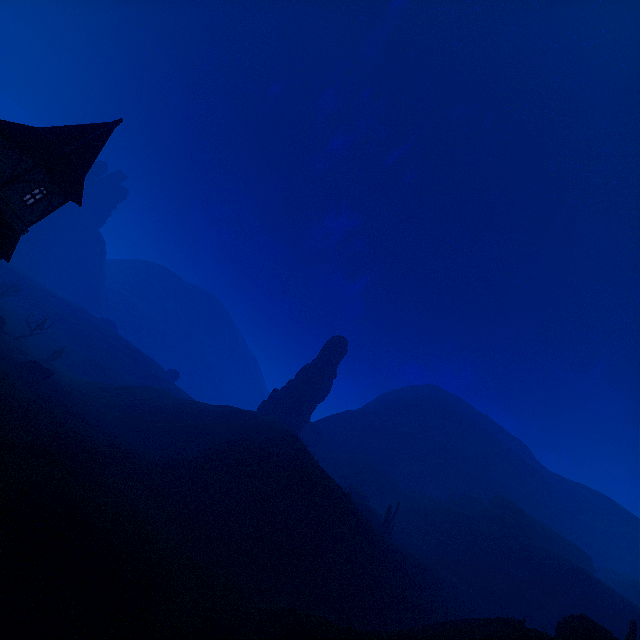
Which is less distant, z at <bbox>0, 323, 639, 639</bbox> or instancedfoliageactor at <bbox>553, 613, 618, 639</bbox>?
z at <bbox>0, 323, 639, 639</bbox>

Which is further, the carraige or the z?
the carraige

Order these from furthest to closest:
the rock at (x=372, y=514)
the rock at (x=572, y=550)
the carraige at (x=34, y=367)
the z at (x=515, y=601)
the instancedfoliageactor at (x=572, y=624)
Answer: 1. the rock at (x=572, y=550)
2. the rock at (x=372, y=514)
3. the carraige at (x=34, y=367)
4. the instancedfoliageactor at (x=572, y=624)
5. the z at (x=515, y=601)

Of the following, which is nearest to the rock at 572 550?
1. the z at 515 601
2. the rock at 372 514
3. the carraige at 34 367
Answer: the z at 515 601

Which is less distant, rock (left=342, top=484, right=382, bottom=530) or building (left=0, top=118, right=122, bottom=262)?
building (left=0, top=118, right=122, bottom=262)

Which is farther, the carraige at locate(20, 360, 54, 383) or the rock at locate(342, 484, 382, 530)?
the rock at locate(342, 484, 382, 530)

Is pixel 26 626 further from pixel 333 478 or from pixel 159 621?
pixel 333 478

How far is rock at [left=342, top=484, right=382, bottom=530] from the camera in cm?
4925
